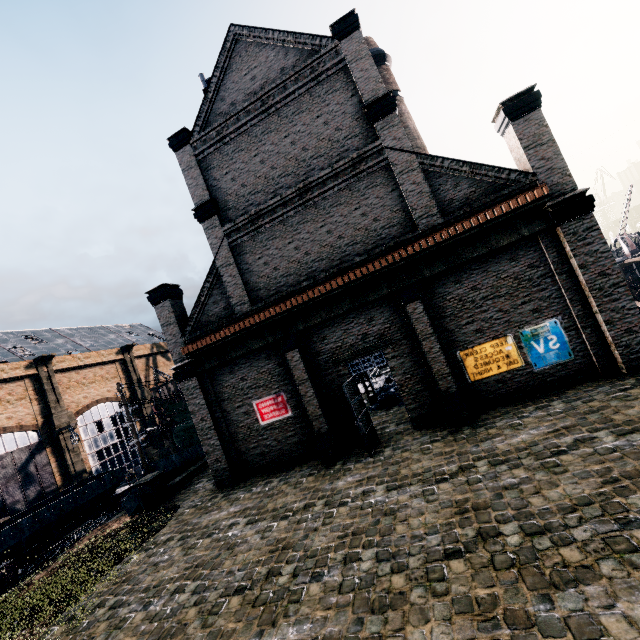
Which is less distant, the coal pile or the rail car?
the coal pile

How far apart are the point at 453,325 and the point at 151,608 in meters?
14.0

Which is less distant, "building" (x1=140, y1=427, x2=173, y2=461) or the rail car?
the rail car

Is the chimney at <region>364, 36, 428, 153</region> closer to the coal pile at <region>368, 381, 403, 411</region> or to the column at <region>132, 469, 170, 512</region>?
the coal pile at <region>368, 381, 403, 411</region>

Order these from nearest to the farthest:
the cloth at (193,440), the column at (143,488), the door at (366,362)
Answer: the door at (366,362) → the column at (143,488) → the cloth at (193,440)

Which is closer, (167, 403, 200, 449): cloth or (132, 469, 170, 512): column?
(132, 469, 170, 512): column

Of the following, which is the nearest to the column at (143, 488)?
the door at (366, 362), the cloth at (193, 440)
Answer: the door at (366, 362)

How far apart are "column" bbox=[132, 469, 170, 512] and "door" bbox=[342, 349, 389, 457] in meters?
12.6 m
